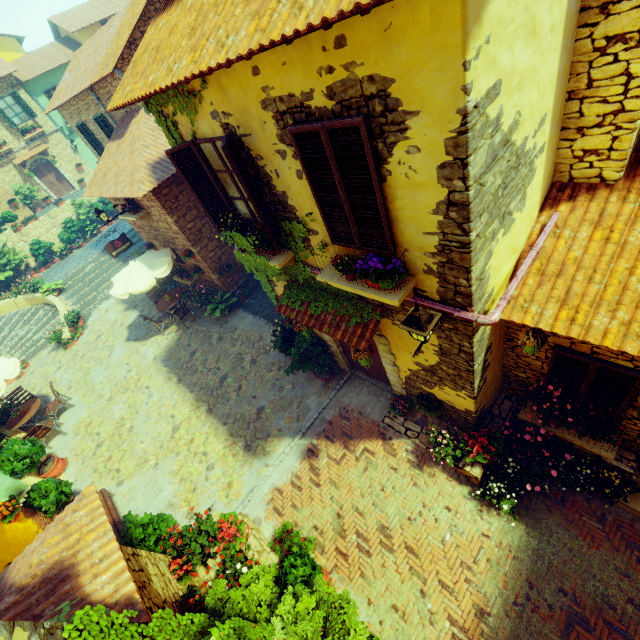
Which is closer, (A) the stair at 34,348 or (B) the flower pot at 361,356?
(B) the flower pot at 361,356

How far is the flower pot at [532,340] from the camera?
4.7m

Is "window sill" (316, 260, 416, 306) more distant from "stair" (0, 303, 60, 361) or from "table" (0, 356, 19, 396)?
"stair" (0, 303, 60, 361)

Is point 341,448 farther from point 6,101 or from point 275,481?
point 6,101

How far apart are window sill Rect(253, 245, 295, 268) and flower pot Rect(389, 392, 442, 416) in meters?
3.9 m

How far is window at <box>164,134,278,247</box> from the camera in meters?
4.8

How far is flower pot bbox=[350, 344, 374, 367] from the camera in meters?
6.0

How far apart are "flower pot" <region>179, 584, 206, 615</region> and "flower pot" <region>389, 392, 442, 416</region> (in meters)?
4.96
